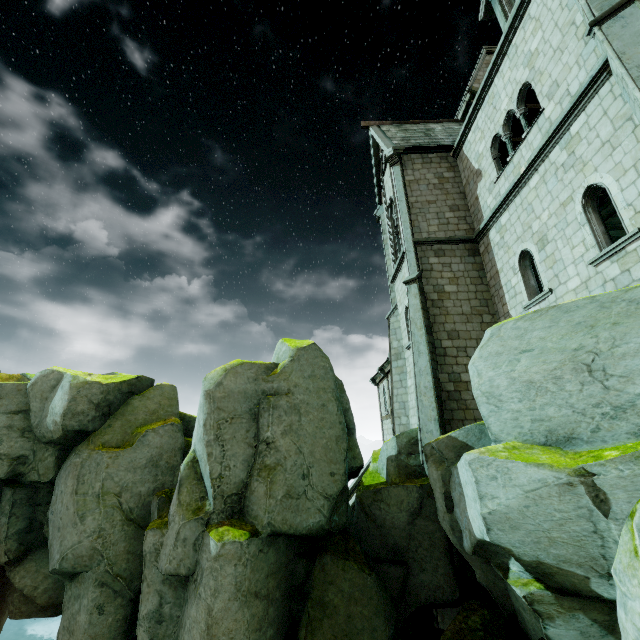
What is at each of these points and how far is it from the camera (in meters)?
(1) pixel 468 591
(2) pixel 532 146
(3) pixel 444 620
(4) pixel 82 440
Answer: (1) building, 9.41
(2) building, 10.84
(3) building, 9.42
(4) rock, 9.25

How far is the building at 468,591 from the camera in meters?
9.3 m

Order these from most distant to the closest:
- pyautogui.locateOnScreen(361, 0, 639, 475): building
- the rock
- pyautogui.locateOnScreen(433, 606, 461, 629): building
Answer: pyautogui.locateOnScreen(433, 606, 461, 629): building, pyautogui.locateOnScreen(361, 0, 639, 475): building, the rock

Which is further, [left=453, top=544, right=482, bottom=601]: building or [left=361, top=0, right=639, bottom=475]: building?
[left=453, top=544, right=482, bottom=601]: building

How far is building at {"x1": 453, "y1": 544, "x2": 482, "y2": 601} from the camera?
9.3m

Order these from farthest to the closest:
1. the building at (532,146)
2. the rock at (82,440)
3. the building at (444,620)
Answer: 1. the building at (444,620)
2. the building at (532,146)
3. the rock at (82,440)

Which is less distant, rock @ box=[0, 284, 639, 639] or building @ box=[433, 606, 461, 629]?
rock @ box=[0, 284, 639, 639]
